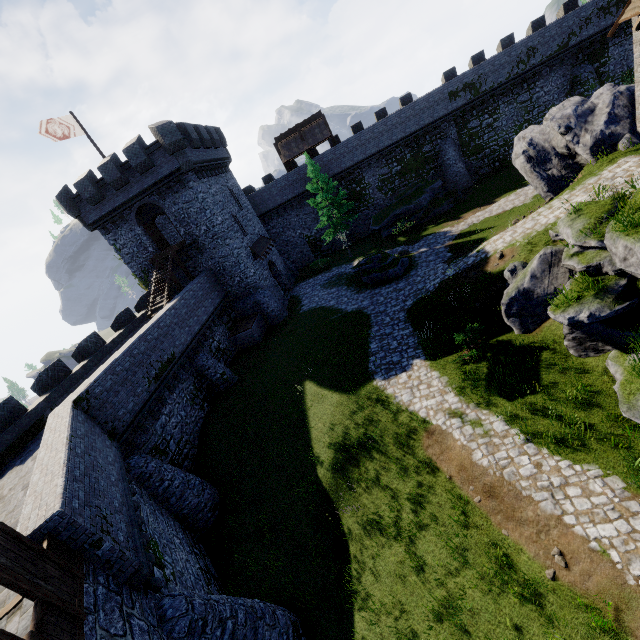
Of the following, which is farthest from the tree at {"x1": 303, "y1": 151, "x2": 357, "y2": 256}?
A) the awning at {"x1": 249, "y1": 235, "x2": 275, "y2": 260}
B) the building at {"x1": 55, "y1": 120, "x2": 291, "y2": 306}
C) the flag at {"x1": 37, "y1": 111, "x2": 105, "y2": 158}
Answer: the flag at {"x1": 37, "y1": 111, "x2": 105, "y2": 158}

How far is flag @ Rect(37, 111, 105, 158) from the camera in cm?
2192

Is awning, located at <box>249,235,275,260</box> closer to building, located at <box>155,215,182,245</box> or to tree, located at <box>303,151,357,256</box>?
building, located at <box>155,215,182,245</box>

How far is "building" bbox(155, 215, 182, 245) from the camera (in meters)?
31.88

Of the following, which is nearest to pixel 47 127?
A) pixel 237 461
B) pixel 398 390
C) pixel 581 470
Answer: pixel 237 461

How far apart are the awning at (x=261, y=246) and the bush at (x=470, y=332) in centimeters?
1944cm

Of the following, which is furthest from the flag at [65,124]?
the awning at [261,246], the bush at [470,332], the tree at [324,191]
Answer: the bush at [470,332]

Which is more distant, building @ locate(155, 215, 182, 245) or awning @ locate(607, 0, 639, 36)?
building @ locate(155, 215, 182, 245)
